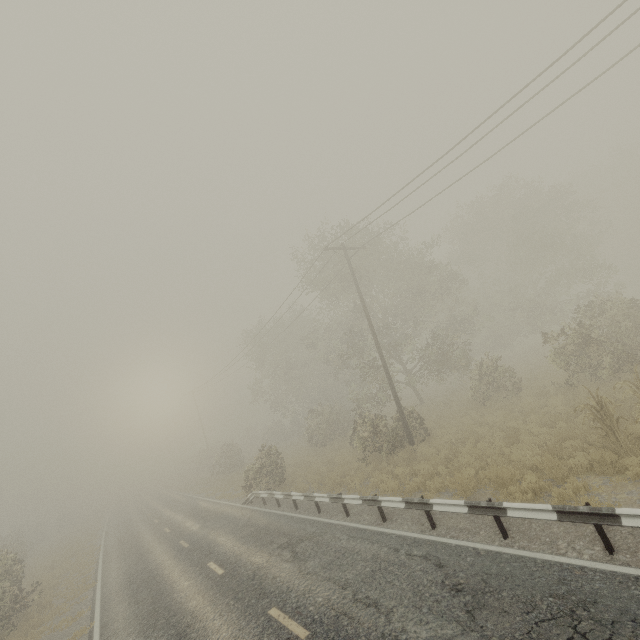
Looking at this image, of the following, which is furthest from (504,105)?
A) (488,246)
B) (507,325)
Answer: (488,246)

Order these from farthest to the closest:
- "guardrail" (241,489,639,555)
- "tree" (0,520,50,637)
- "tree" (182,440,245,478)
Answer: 1. "tree" (182,440,245,478)
2. "tree" (0,520,50,637)
3. "guardrail" (241,489,639,555)

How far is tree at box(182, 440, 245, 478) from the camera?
33.4 meters

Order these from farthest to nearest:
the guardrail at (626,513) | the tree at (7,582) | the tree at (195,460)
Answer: the tree at (195,460) < the tree at (7,582) < the guardrail at (626,513)

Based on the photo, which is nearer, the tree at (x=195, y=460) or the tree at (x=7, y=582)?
the tree at (x=7, y=582)

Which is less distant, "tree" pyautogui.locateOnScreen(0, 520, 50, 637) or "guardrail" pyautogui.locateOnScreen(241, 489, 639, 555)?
"guardrail" pyautogui.locateOnScreen(241, 489, 639, 555)

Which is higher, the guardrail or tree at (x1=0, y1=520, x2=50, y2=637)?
tree at (x1=0, y1=520, x2=50, y2=637)

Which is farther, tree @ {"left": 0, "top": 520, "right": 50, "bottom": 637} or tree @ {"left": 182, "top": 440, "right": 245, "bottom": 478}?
tree @ {"left": 182, "top": 440, "right": 245, "bottom": 478}
